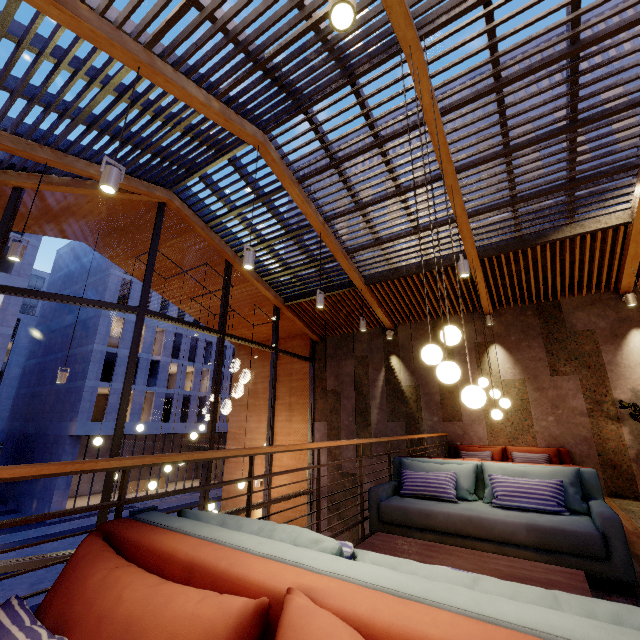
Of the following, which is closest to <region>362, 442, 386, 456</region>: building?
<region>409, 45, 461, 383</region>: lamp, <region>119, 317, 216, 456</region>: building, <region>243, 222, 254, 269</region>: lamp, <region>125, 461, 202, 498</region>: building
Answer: <region>409, 45, 461, 383</region>: lamp

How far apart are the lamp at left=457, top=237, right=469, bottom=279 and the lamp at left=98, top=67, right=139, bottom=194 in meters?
4.6 m

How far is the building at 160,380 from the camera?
29.84m

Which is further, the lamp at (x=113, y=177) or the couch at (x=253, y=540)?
the lamp at (x=113, y=177)

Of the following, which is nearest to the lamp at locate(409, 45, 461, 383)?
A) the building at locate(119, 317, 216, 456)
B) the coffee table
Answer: Result: the coffee table

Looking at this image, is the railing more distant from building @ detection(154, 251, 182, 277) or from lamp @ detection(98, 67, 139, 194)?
lamp @ detection(98, 67, 139, 194)

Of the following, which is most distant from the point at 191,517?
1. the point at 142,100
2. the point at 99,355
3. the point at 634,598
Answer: the point at 99,355

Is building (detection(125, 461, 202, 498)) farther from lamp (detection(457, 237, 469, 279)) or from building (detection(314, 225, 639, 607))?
lamp (detection(457, 237, 469, 279))
